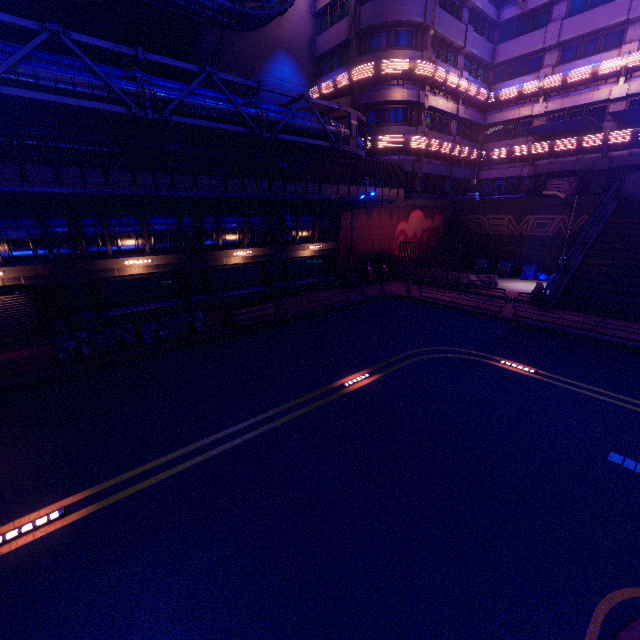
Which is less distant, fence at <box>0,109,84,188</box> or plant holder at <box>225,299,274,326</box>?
fence at <box>0,109,84,188</box>

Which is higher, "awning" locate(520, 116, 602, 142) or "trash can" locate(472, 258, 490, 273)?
"awning" locate(520, 116, 602, 142)

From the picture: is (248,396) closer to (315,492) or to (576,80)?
(315,492)

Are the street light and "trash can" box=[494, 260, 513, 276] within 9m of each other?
no

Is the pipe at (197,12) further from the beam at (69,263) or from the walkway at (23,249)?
the beam at (69,263)

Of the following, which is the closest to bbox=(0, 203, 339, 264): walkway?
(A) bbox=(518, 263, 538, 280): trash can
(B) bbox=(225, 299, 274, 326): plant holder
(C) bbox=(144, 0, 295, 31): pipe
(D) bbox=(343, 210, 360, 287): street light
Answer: (D) bbox=(343, 210, 360, 287): street light

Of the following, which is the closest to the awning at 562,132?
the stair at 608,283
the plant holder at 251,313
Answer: the stair at 608,283

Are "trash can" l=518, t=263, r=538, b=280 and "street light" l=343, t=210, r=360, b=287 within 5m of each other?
no
